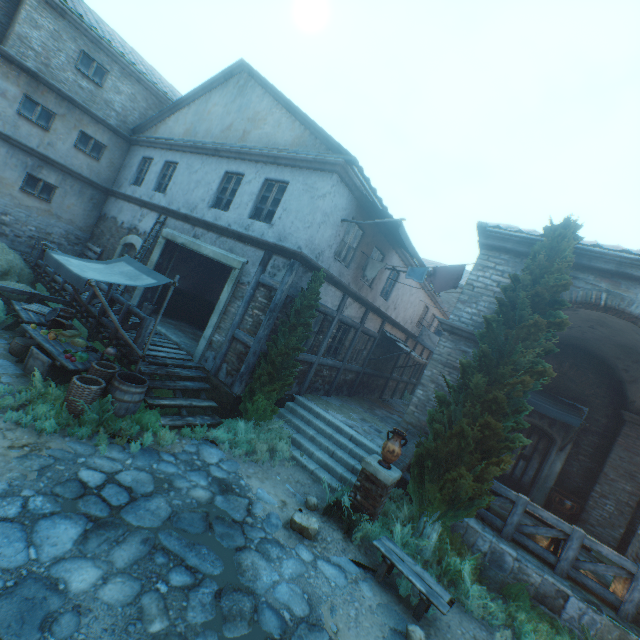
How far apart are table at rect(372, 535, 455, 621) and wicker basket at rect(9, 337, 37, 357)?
8.3 meters

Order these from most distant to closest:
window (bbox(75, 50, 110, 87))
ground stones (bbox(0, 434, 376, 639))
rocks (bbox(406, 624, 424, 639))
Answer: window (bbox(75, 50, 110, 87)), rocks (bbox(406, 624, 424, 639)), ground stones (bbox(0, 434, 376, 639))

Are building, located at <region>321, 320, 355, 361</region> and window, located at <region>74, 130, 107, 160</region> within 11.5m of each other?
no

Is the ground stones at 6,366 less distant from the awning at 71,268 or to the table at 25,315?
the table at 25,315

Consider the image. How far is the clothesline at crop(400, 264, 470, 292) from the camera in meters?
9.1 m

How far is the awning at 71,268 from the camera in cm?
595

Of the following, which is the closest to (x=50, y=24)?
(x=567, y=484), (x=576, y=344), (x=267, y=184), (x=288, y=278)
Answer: (x=267, y=184)

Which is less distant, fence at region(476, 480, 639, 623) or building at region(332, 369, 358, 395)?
fence at region(476, 480, 639, 623)
